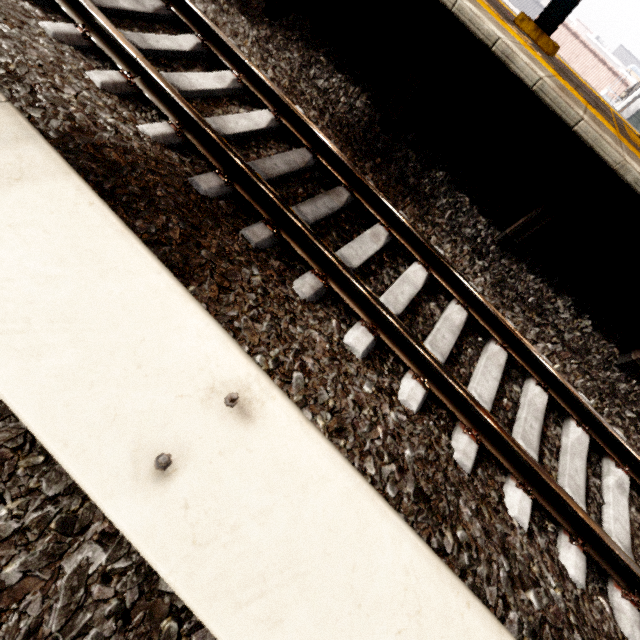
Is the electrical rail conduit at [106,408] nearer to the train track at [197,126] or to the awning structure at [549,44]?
the train track at [197,126]

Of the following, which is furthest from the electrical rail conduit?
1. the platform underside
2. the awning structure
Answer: the awning structure

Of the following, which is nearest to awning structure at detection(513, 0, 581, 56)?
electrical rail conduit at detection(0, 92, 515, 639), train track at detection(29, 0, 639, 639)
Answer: train track at detection(29, 0, 639, 639)

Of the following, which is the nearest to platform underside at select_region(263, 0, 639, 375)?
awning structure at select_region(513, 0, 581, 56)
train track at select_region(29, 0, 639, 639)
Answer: train track at select_region(29, 0, 639, 639)

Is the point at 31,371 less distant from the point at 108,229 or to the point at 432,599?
the point at 108,229

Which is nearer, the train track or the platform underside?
the train track
